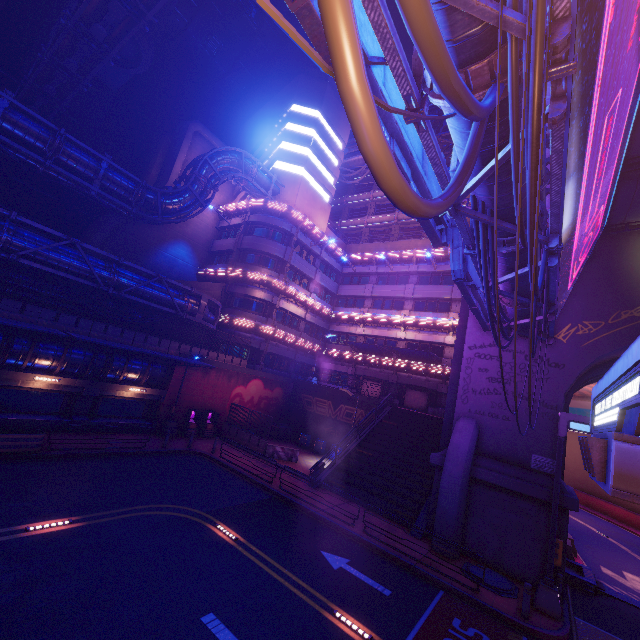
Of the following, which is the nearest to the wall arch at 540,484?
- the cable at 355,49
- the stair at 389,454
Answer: the stair at 389,454

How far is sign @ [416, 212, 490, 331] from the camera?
8.4 meters

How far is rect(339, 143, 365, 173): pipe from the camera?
48.2m

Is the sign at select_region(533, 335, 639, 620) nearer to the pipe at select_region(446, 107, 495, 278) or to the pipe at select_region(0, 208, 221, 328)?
the pipe at select_region(446, 107, 495, 278)

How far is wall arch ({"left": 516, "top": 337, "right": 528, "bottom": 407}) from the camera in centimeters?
1600cm

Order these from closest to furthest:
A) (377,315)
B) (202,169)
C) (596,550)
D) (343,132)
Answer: (596,550)
(202,169)
(377,315)
(343,132)

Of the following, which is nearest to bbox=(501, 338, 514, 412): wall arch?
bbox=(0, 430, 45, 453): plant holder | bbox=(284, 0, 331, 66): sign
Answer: bbox=(284, 0, 331, 66): sign

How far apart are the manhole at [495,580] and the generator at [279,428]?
19.40m
